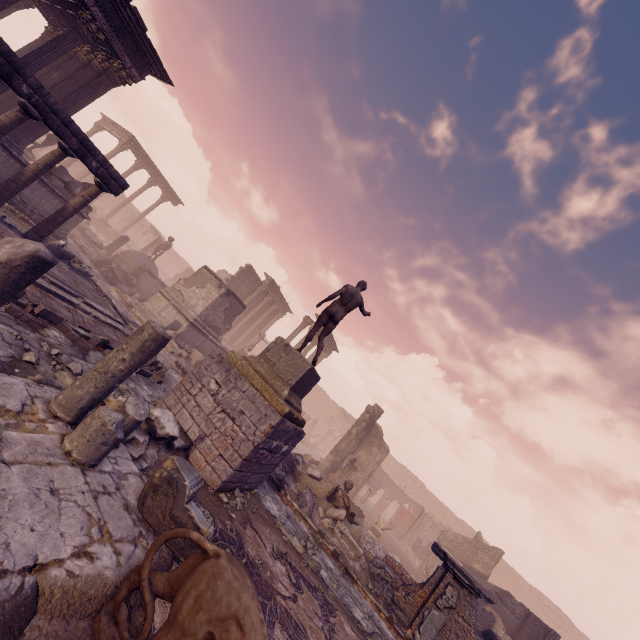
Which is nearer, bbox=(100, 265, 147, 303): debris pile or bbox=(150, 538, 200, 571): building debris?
bbox=(150, 538, 200, 571): building debris

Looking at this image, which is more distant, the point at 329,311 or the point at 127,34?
the point at 127,34

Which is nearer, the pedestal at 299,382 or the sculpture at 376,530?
the pedestal at 299,382

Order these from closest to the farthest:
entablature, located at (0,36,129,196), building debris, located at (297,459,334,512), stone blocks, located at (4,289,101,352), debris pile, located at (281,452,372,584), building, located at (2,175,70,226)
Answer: stone blocks, located at (4,289,101,352) → entablature, located at (0,36,129,196) → debris pile, located at (281,452,372,584) → building debris, located at (297,459,334,512) → building, located at (2,175,70,226)

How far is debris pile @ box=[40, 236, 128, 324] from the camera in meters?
9.6

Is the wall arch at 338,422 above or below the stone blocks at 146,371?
above

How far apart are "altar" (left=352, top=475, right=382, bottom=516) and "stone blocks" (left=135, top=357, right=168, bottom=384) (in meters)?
15.48

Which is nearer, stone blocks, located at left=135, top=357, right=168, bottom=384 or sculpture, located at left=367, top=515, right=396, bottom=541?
stone blocks, located at left=135, top=357, right=168, bottom=384
